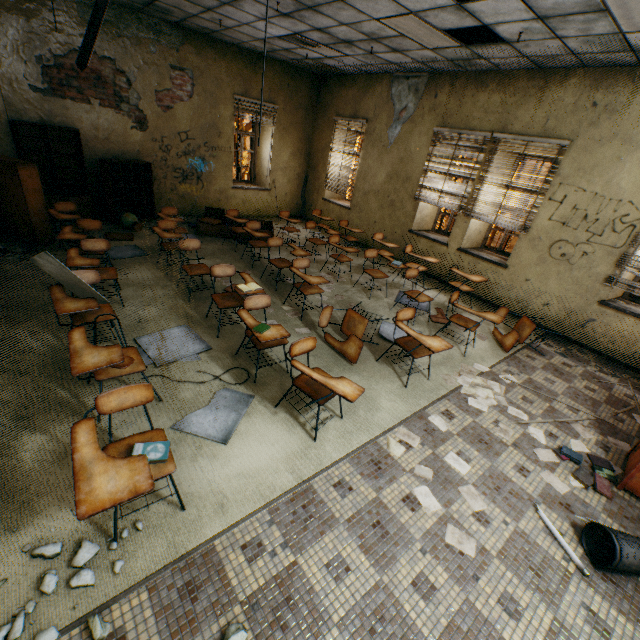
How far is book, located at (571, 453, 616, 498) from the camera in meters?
3.0 m

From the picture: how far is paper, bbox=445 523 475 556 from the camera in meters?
2.3 m

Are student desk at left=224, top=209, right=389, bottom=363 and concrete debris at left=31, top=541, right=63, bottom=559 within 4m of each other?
yes

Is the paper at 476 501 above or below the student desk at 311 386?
below

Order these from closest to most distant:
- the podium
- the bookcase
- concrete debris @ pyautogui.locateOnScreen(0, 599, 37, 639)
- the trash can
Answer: concrete debris @ pyautogui.locateOnScreen(0, 599, 37, 639) < the trash can < the podium < the bookcase

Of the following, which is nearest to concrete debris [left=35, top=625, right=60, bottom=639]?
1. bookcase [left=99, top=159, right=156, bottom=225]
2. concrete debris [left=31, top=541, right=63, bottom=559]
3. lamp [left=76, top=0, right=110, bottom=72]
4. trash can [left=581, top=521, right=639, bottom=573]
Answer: concrete debris [left=31, top=541, right=63, bottom=559]

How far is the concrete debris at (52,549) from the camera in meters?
1.9 m

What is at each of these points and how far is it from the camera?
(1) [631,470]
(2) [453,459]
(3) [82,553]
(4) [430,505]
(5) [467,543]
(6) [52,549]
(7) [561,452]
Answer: (1) podium, 2.92m
(2) paper, 3.02m
(3) concrete debris, 1.91m
(4) paper, 2.57m
(5) paper, 2.36m
(6) concrete debris, 1.90m
(7) book, 3.27m
